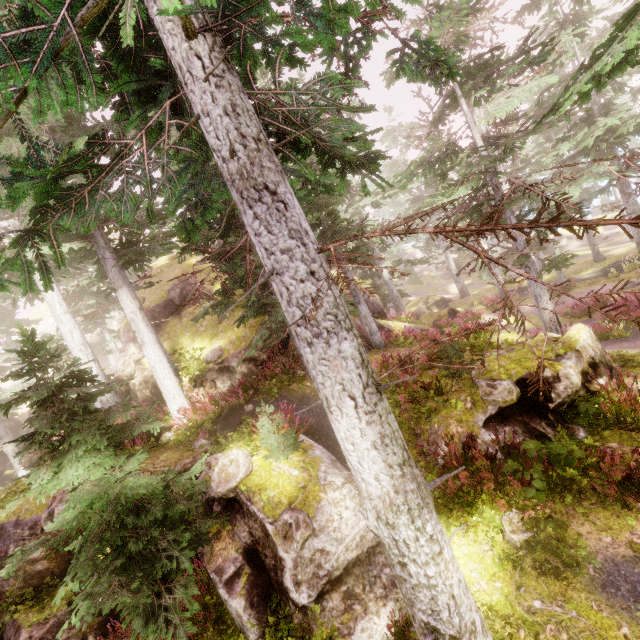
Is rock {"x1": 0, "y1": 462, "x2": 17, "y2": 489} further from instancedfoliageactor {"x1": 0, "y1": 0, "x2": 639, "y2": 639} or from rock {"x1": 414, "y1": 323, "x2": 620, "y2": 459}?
rock {"x1": 414, "y1": 323, "x2": 620, "y2": 459}

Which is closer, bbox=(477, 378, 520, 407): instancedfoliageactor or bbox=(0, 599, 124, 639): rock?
bbox=(0, 599, 124, 639): rock

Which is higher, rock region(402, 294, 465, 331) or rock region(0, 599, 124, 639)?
rock region(0, 599, 124, 639)

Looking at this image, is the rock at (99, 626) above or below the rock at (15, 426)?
below

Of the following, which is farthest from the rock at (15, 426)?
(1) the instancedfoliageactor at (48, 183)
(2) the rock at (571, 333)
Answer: (2) the rock at (571, 333)

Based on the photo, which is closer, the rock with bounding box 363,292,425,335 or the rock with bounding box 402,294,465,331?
the rock with bounding box 363,292,425,335

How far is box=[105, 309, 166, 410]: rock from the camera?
13.4m

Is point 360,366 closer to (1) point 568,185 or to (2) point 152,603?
(2) point 152,603
